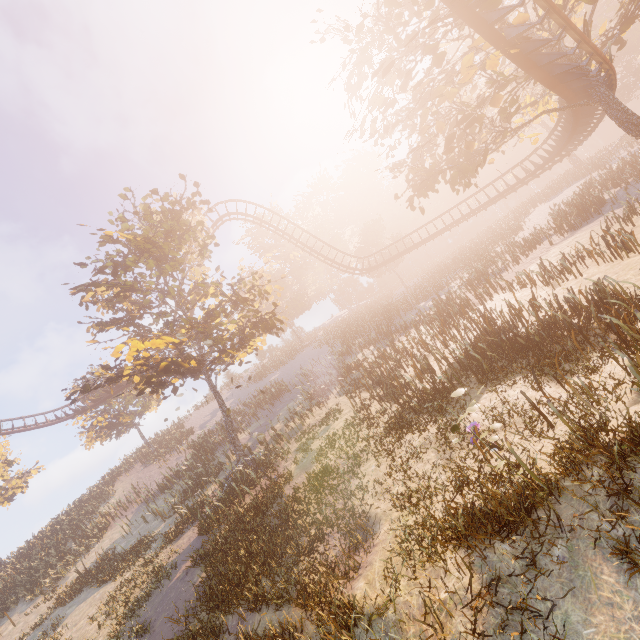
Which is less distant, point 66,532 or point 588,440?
point 588,440

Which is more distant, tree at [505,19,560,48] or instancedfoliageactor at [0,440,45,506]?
instancedfoliageactor at [0,440,45,506]

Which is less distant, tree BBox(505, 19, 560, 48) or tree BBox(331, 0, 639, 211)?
tree BBox(505, 19, 560, 48)

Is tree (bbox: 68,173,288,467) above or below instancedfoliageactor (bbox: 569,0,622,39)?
below

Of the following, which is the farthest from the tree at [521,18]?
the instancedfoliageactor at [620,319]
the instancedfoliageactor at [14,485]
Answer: the instancedfoliageactor at [14,485]

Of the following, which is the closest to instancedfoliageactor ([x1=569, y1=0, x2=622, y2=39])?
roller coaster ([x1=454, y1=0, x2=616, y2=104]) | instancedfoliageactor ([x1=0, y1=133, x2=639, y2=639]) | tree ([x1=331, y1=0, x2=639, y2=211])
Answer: tree ([x1=331, y1=0, x2=639, y2=211])

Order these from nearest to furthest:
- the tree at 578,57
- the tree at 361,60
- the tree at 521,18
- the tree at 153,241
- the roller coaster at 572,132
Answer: the tree at 521,18
the tree at 361,60
the tree at 578,57
the tree at 153,241
the roller coaster at 572,132
